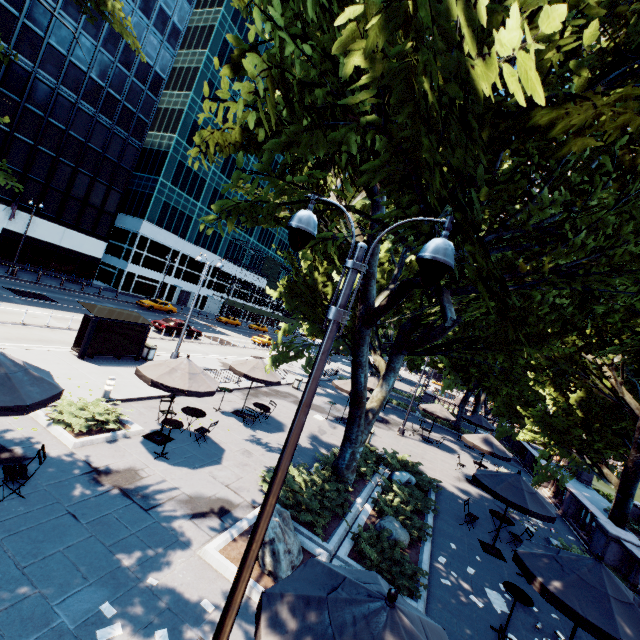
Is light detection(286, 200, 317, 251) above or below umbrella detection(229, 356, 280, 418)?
above

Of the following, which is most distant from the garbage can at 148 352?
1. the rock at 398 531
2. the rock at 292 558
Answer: the rock at 398 531

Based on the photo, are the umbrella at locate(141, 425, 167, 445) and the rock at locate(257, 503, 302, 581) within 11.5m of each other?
yes

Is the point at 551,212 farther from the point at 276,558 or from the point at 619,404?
the point at 619,404

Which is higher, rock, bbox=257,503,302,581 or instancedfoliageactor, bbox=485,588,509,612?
rock, bbox=257,503,302,581

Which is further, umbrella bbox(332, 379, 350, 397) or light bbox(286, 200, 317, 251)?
umbrella bbox(332, 379, 350, 397)

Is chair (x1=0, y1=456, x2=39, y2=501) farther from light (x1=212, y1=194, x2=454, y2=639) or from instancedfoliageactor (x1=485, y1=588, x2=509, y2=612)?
instancedfoliageactor (x1=485, y1=588, x2=509, y2=612)

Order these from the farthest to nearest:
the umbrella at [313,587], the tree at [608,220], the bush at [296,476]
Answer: the bush at [296,476], the umbrella at [313,587], the tree at [608,220]
